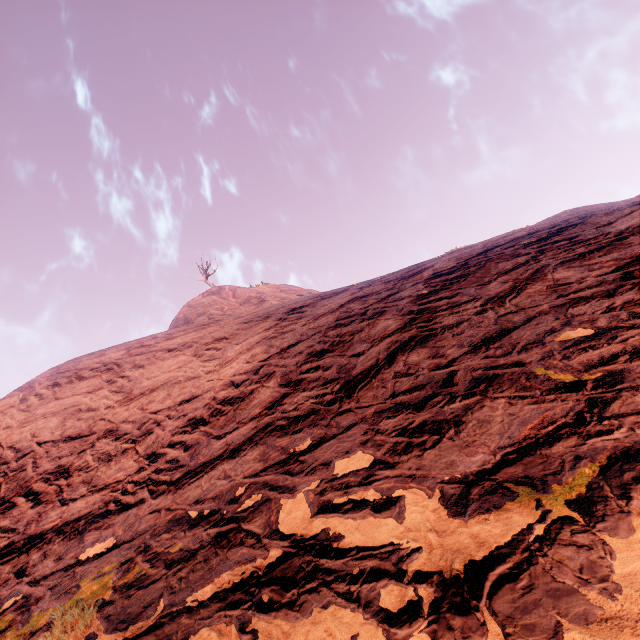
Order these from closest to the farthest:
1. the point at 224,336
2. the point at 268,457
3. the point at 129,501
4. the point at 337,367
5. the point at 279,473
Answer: the point at 279,473, the point at 268,457, the point at 129,501, the point at 337,367, the point at 224,336
